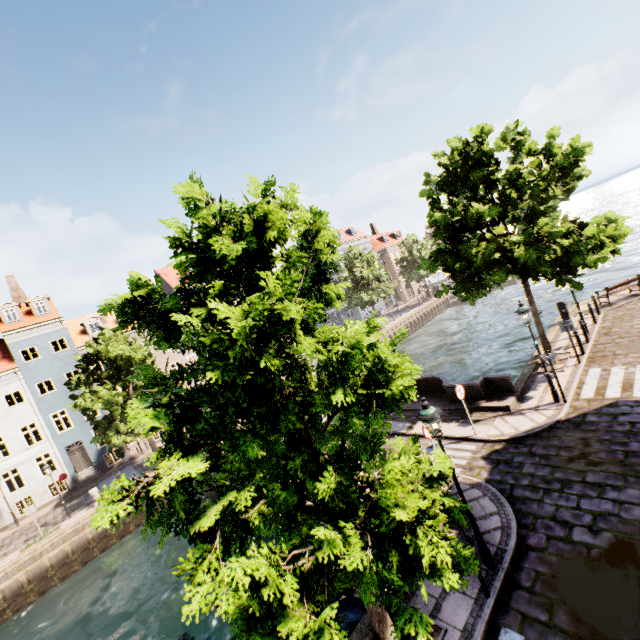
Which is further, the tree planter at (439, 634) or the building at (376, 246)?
the building at (376, 246)

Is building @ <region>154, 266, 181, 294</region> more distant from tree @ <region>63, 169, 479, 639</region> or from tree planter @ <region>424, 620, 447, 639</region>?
tree planter @ <region>424, 620, 447, 639</region>

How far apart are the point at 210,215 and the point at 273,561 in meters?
4.1 m

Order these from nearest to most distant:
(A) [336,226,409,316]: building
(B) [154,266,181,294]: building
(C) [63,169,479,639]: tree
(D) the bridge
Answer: (C) [63,169,479,639]: tree, (D) the bridge, (B) [154,266,181,294]: building, (A) [336,226,409,316]: building

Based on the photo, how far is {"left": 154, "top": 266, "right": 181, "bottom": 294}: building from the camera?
35.5m

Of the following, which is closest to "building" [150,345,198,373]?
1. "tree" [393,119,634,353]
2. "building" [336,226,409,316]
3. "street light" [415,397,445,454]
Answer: "tree" [393,119,634,353]

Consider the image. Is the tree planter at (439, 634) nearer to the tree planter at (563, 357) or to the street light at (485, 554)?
the street light at (485, 554)

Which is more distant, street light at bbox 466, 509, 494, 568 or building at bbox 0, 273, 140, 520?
building at bbox 0, 273, 140, 520
